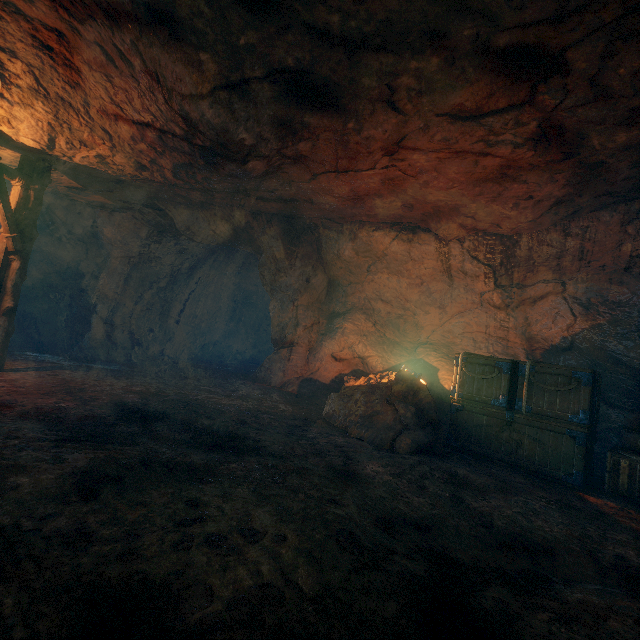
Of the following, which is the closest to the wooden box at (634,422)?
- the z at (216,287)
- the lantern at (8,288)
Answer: the z at (216,287)

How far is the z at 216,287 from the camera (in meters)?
10.05

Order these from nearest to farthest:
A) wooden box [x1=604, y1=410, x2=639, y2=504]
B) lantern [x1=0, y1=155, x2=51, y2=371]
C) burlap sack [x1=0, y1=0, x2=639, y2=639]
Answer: burlap sack [x1=0, y1=0, x2=639, y2=639] → wooden box [x1=604, y1=410, x2=639, y2=504] → lantern [x1=0, y1=155, x2=51, y2=371]

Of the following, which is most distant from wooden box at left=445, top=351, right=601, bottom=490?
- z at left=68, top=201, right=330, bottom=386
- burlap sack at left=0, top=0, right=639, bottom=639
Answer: z at left=68, top=201, right=330, bottom=386

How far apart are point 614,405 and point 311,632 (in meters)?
8.05

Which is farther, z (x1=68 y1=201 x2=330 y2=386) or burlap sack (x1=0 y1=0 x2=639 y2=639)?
z (x1=68 y1=201 x2=330 y2=386)

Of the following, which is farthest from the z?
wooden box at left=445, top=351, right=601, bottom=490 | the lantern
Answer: wooden box at left=445, top=351, right=601, bottom=490

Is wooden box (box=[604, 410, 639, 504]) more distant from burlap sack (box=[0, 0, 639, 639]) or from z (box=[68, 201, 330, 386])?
z (box=[68, 201, 330, 386])
